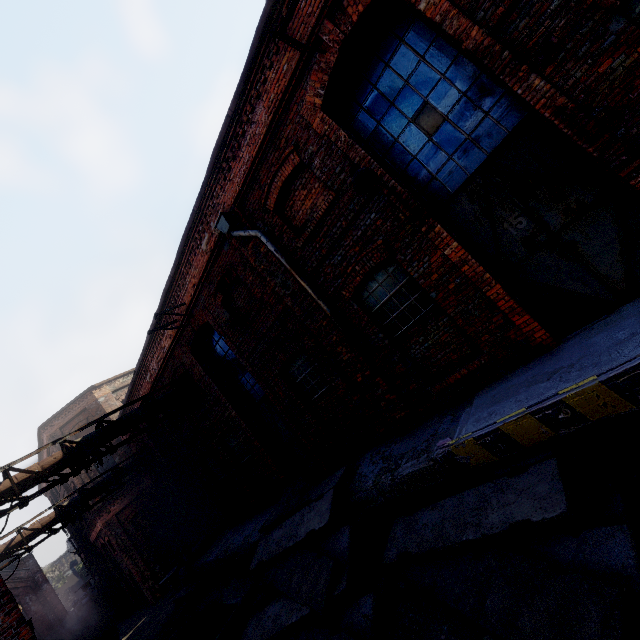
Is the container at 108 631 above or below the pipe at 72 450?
below

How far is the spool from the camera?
18.4m

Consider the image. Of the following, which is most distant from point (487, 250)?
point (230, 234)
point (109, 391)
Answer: point (109, 391)

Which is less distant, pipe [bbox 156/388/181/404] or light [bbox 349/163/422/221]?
light [bbox 349/163/422/221]

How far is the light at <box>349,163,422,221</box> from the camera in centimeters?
490cm

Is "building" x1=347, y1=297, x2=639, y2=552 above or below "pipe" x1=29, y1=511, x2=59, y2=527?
below

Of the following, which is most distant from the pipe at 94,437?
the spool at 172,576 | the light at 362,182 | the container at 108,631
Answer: the spool at 172,576

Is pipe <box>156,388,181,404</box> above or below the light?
above
